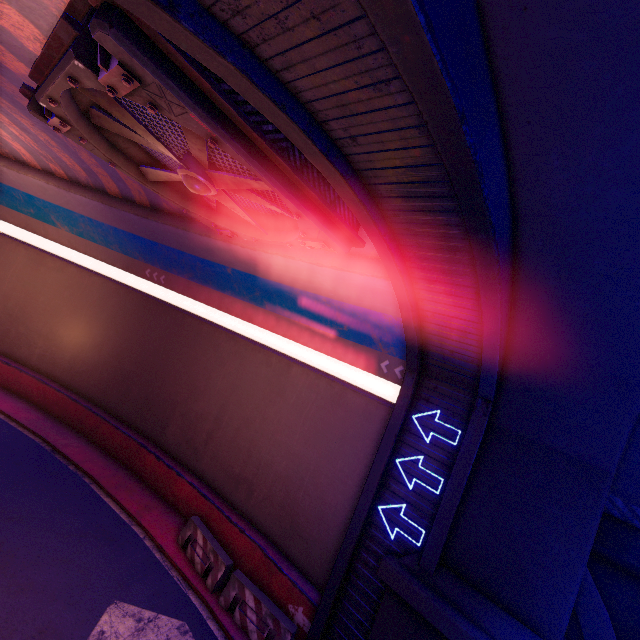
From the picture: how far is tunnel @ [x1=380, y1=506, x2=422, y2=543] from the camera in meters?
8.8

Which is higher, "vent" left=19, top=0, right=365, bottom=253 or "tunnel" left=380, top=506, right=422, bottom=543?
"vent" left=19, top=0, right=365, bottom=253

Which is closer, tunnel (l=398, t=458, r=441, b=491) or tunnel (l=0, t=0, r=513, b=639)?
tunnel (l=0, t=0, r=513, b=639)

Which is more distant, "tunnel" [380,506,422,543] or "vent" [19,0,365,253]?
"tunnel" [380,506,422,543]

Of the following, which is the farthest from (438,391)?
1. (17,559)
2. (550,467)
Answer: (17,559)

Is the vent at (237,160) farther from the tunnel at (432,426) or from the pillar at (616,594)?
the pillar at (616,594)

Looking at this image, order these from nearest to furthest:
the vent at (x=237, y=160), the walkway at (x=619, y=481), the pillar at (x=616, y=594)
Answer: the vent at (x=237, y=160)
the walkway at (x=619, y=481)
the pillar at (x=616, y=594)

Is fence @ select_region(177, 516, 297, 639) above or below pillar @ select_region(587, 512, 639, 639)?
below
